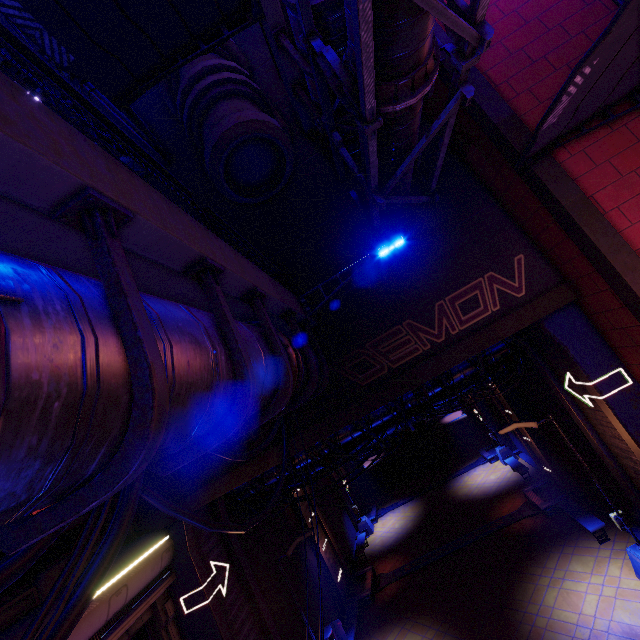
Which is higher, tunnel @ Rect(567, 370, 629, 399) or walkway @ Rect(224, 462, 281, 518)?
walkway @ Rect(224, 462, 281, 518)

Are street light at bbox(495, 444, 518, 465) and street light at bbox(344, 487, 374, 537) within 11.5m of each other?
yes

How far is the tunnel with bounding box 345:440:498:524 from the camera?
24.73m

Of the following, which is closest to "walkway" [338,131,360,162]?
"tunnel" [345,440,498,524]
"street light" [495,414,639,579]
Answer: "street light" [495,414,639,579]

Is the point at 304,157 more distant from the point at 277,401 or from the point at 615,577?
the point at 615,577

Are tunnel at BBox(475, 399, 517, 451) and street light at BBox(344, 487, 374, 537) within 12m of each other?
yes

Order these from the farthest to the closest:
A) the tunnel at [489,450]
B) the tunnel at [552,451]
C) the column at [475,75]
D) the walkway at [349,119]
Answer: the tunnel at [489,450] < the tunnel at [552,451] < the walkway at [349,119] < the column at [475,75]

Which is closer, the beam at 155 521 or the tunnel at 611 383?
the tunnel at 611 383
